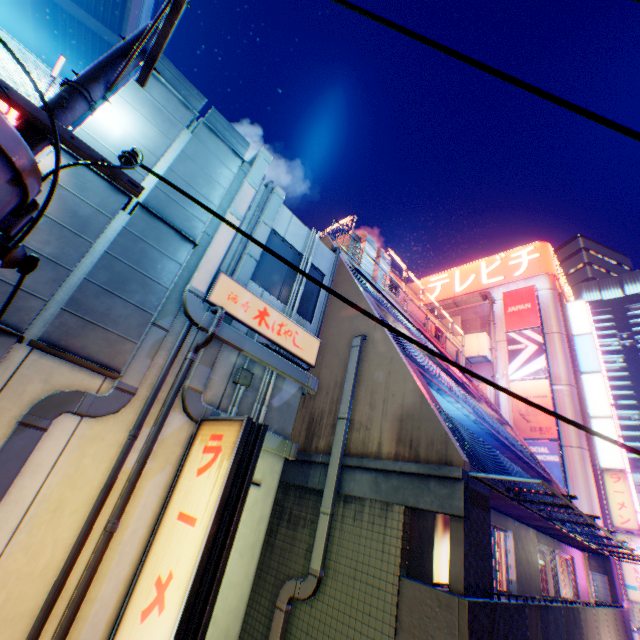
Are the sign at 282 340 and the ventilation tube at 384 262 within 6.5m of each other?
no

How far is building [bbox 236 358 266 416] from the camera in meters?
6.1

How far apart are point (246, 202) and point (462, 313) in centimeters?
3096cm

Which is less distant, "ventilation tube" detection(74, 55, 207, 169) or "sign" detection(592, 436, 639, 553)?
"ventilation tube" detection(74, 55, 207, 169)

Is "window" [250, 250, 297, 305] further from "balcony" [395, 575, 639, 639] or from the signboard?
the signboard

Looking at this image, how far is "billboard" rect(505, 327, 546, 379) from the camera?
24.9 meters

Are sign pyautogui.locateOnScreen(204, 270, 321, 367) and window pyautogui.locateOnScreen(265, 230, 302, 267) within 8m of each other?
yes

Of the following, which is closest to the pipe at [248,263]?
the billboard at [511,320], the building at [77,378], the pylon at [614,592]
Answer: the building at [77,378]
